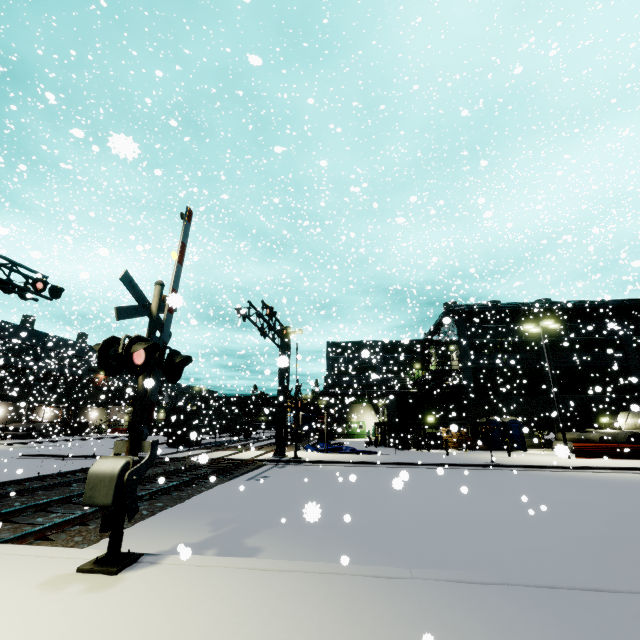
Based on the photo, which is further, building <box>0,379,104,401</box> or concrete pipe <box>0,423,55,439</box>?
building <box>0,379,104,401</box>

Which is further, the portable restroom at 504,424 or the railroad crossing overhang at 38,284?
the portable restroom at 504,424

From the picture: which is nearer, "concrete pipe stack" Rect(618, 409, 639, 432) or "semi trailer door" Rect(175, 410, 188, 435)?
"concrete pipe stack" Rect(618, 409, 639, 432)

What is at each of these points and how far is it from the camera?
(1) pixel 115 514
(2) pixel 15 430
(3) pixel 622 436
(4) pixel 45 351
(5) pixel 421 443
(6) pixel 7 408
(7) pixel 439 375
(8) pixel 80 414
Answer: (1) railroad crossing gate, 5.5m
(2) concrete pipe, 40.6m
(3) concrete pipe, 25.5m
(4) building, 48.7m
(5) forklift, 29.1m
(6) building, 43.4m
(7) balcony, 37.5m
(8) building, 54.7m

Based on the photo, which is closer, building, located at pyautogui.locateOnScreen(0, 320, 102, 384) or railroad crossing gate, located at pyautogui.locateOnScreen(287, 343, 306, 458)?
railroad crossing gate, located at pyautogui.locateOnScreen(287, 343, 306, 458)

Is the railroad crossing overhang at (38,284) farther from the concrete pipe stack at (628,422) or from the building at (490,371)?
the concrete pipe stack at (628,422)

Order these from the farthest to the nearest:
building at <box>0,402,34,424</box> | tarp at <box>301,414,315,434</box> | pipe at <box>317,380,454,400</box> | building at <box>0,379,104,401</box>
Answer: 1. building at <box>0,379,104,401</box>
2. pipe at <box>317,380,454,400</box>
3. building at <box>0,402,34,424</box>
4. tarp at <box>301,414,315,434</box>

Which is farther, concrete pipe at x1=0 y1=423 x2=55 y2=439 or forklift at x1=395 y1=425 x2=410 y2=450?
concrete pipe at x1=0 y1=423 x2=55 y2=439
